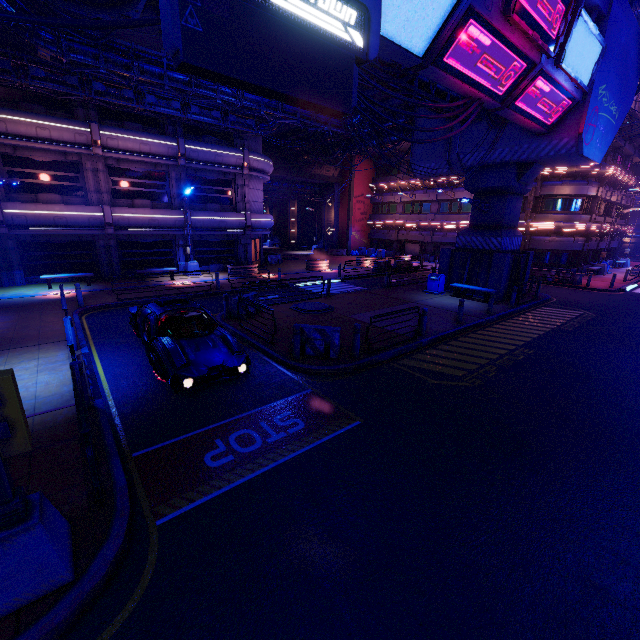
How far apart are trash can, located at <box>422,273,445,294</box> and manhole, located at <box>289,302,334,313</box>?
7.1m

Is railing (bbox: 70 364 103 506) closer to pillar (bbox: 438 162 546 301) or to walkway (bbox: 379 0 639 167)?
walkway (bbox: 379 0 639 167)

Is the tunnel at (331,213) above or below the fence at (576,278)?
above

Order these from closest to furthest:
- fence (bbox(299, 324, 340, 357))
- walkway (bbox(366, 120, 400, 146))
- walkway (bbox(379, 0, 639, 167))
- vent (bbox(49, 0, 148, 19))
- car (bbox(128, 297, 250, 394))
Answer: car (bbox(128, 297, 250, 394)) < walkway (bbox(379, 0, 639, 167)) < fence (bbox(299, 324, 340, 357)) < vent (bbox(49, 0, 148, 19)) < walkway (bbox(366, 120, 400, 146))

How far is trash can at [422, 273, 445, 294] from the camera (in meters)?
19.78

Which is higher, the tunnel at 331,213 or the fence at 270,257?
the tunnel at 331,213

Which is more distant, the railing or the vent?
the vent

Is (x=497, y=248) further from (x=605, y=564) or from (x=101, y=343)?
(x=101, y=343)
